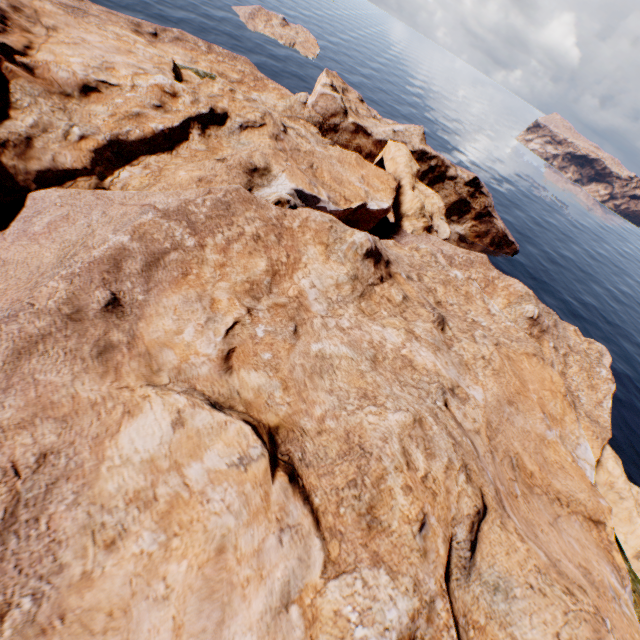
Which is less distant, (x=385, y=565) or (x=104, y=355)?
(x=385, y=565)
